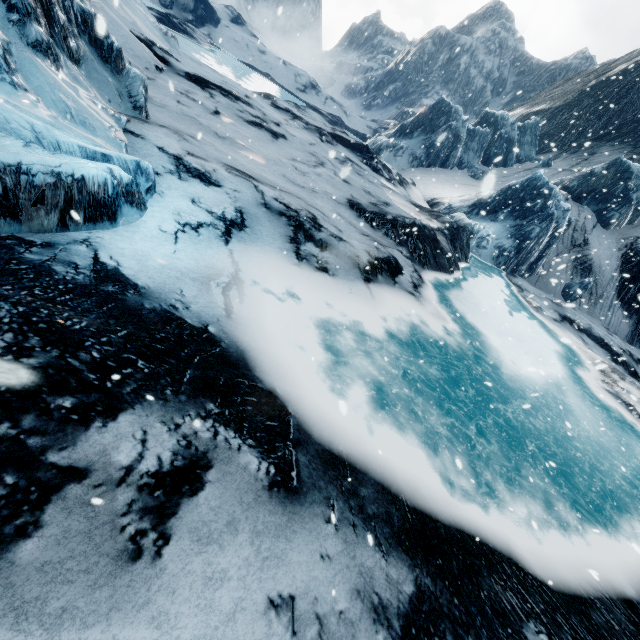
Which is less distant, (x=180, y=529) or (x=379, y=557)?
(x=180, y=529)
